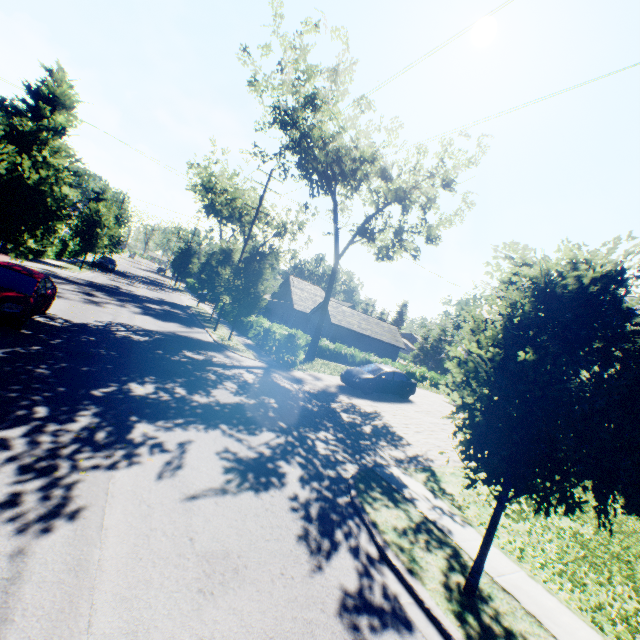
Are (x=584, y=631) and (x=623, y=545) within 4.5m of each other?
no

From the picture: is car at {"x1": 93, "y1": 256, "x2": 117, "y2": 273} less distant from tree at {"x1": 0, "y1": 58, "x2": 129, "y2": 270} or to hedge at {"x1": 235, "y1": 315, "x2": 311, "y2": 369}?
tree at {"x1": 0, "y1": 58, "x2": 129, "y2": 270}

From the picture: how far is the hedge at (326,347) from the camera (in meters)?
30.27

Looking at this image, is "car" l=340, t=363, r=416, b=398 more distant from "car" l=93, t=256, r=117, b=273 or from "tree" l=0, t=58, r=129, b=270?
"car" l=93, t=256, r=117, b=273

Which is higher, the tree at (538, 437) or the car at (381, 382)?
the tree at (538, 437)

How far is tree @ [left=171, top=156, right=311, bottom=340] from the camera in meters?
20.2 m

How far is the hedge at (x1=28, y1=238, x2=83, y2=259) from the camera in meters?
26.9 m

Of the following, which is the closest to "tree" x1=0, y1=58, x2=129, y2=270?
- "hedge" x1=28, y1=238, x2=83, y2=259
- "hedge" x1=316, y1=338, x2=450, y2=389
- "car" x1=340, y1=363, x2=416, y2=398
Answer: "hedge" x1=28, y1=238, x2=83, y2=259
